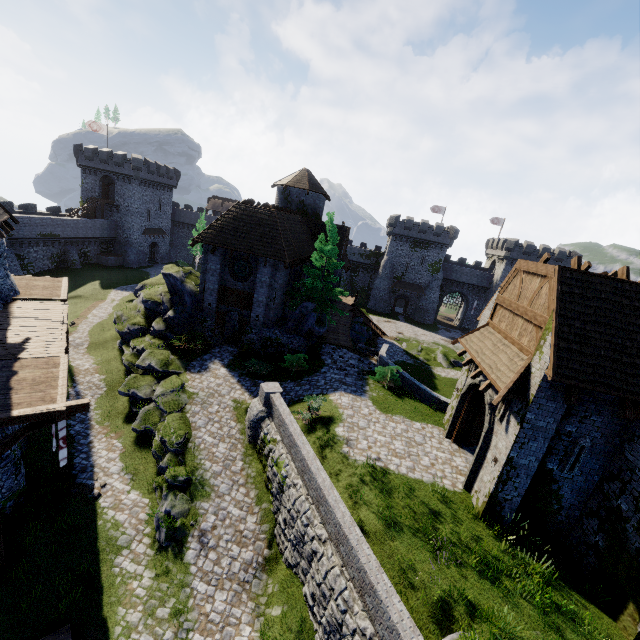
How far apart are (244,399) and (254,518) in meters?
7.0 m

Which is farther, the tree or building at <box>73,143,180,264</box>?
building at <box>73,143,180,264</box>

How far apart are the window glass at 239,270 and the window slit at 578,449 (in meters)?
20.26

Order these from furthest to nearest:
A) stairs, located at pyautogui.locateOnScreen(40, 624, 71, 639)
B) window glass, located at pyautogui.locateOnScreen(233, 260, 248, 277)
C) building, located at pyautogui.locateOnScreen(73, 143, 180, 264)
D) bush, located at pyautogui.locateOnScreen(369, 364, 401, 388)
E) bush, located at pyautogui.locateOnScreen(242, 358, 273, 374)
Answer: building, located at pyautogui.locateOnScreen(73, 143, 180, 264), window glass, located at pyautogui.locateOnScreen(233, 260, 248, 277), bush, located at pyautogui.locateOnScreen(242, 358, 273, 374), bush, located at pyautogui.locateOnScreen(369, 364, 401, 388), stairs, located at pyautogui.locateOnScreen(40, 624, 71, 639)

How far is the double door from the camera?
12.13m

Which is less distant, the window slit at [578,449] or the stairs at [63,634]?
the stairs at [63,634]

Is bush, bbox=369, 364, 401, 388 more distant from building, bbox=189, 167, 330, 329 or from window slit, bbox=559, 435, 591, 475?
window slit, bbox=559, 435, 591, 475

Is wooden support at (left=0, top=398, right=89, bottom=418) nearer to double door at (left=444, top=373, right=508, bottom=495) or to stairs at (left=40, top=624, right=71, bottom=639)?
stairs at (left=40, top=624, right=71, bottom=639)
